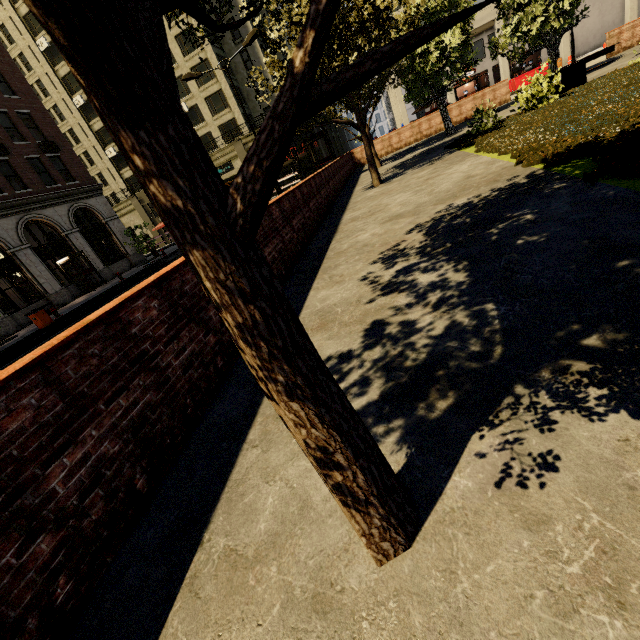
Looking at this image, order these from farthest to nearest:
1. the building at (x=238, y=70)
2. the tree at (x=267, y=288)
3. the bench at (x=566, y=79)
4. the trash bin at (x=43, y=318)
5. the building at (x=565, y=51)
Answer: the building at (x=238, y=70)
the building at (x=565, y=51)
the trash bin at (x=43, y=318)
the bench at (x=566, y=79)
the tree at (x=267, y=288)

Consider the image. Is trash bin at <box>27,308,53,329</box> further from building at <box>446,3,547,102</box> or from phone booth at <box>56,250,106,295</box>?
phone booth at <box>56,250,106,295</box>

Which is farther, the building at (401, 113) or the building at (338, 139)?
→ the building at (338, 139)

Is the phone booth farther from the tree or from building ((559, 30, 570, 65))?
the tree

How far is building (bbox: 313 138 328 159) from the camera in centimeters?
3703cm

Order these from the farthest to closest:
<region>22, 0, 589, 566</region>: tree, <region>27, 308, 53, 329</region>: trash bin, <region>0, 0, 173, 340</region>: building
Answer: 1. <region>0, 0, 173, 340</region>: building
2. <region>27, 308, 53, 329</region>: trash bin
3. <region>22, 0, 589, 566</region>: tree

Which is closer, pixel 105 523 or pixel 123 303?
pixel 105 523
